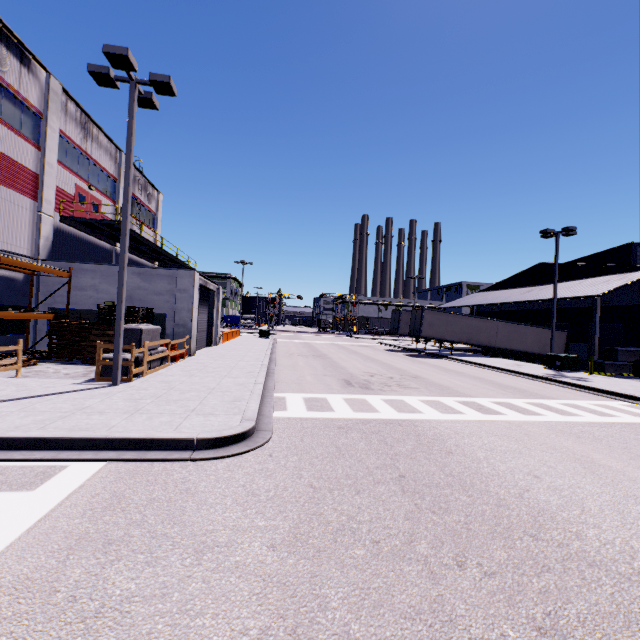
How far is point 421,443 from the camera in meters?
A: 7.3 m

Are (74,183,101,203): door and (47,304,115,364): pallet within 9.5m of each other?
yes

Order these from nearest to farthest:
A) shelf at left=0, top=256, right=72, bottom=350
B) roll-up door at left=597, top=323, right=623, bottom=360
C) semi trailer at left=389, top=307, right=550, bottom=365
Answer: shelf at left=0, top=256, right=72, bottom=350 → roll-up door at left=597, top=323, right=623, bottom=360 → semi trailer at left=389, top=307, right=550, bottom=365

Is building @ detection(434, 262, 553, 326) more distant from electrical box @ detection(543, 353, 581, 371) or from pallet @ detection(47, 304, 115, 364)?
electrical box @ detection(543, 353, 581, 371)

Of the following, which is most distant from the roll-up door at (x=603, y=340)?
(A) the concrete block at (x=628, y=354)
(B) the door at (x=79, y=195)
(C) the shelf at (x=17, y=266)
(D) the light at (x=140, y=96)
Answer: (B) the door at (x=79, y=195)

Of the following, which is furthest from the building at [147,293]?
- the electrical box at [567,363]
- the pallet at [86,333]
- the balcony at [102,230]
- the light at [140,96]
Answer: the light at [140,96]

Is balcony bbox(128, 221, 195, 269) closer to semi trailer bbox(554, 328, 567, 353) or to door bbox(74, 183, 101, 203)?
door bbox(74, 183, 101, 203)

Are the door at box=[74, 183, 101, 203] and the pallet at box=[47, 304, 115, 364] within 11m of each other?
yes
